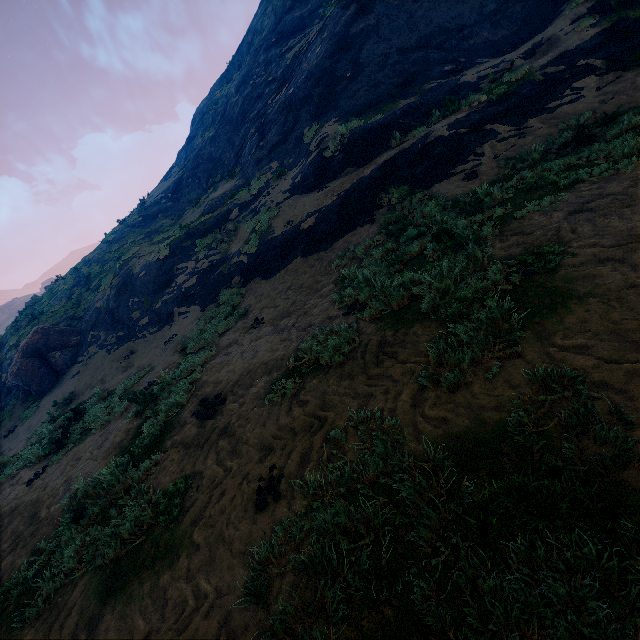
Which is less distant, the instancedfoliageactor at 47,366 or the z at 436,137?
the z at 436,137

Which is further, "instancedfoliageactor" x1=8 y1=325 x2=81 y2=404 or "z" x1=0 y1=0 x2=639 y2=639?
"instancedfoliageactor" x1=8 y1=325 x2=81 y2=404

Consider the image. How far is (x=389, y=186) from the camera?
10.3m

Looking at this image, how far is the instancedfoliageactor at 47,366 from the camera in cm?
1596

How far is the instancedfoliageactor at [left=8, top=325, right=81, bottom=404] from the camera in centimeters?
1596cm
